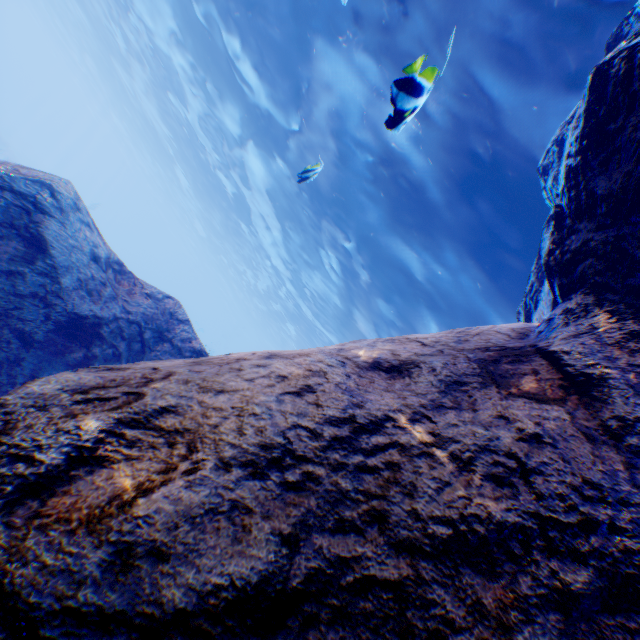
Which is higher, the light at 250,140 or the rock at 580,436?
the light at 250,140

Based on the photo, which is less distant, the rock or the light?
the rock

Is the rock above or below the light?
below

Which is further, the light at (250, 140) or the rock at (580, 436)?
the light at (250, 140)

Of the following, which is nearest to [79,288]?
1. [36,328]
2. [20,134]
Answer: Answer: [36,328]
